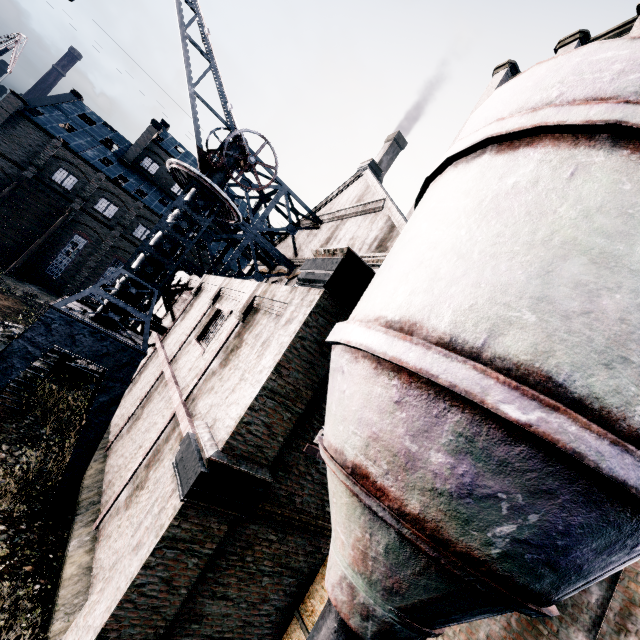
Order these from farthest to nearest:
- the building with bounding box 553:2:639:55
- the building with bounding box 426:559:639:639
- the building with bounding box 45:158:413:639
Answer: the building with bounding box 553:2:639:55 → the building with bounding box 45:158:413:639 → the building with bounding box 426:559:639:639

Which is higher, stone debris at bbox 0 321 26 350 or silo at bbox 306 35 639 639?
silo at bbox 306 35 639 639

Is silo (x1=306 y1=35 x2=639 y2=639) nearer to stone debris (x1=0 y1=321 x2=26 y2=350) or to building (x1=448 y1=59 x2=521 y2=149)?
building (x1=448 y1=59 x2=521 y2=149)

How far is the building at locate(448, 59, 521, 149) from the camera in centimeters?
1823cm

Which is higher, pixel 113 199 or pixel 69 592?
pixel 113 199

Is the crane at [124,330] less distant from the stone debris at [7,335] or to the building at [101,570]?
the building at [101,570]

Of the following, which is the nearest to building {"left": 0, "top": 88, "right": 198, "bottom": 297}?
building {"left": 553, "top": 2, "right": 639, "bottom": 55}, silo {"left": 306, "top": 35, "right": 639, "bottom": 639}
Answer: building {"left": 553, "top": 2, "right": 639, "bottom": 55}

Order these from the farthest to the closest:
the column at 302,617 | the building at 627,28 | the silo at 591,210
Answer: the building at 627,28, the column at 302,617, the silo at 591,210
